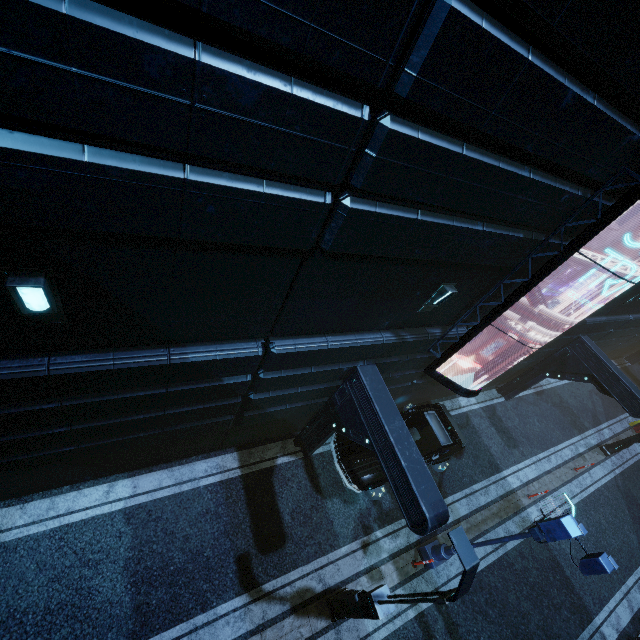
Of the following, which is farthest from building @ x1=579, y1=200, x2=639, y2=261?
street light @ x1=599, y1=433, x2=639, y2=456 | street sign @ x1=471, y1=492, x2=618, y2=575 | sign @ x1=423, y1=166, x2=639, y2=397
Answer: street light @ x1=599, y1=433, x2=639, y2=456

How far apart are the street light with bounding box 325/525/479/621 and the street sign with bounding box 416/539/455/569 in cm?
280

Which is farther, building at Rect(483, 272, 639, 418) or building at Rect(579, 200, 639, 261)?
building at Rect(483, 272, 639, 418)

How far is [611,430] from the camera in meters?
19.0 m

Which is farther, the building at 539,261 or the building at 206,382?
the building at 539,261

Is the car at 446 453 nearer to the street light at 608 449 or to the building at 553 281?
the building at 553 281

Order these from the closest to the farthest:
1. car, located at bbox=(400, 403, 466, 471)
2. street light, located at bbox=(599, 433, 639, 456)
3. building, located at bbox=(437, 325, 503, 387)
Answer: building, located at bbox=(437, 325, 503, 387), car, located at bbox=(400, 403, 466, 471), street light, located at bbox=(599, 433, 639, 456)
